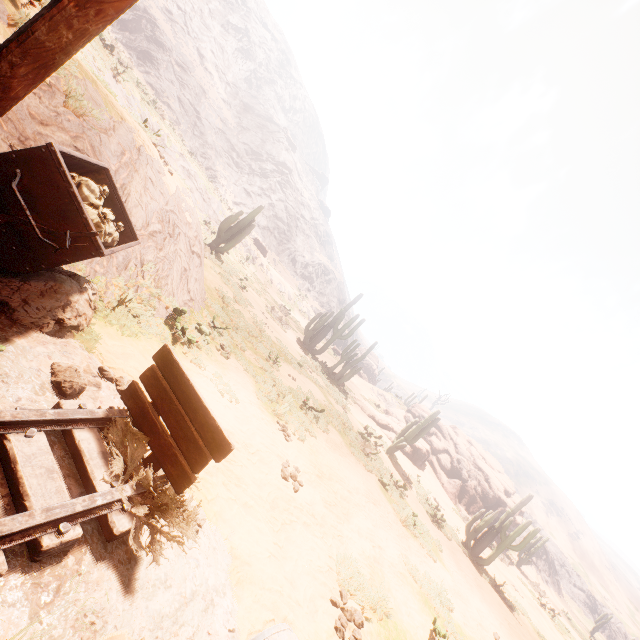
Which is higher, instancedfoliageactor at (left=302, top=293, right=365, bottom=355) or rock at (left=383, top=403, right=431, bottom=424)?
rock at (left=383, top=403, right=431, bottom=424)

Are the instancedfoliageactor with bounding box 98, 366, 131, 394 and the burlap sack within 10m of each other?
yes

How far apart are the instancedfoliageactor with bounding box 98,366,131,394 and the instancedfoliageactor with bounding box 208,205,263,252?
16.3m

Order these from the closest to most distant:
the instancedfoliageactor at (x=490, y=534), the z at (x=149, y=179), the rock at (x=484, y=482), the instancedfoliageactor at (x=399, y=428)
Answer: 1. the z at (x=149, y=179)
2. the instancedfoliageactor at (x=490, y=534)
3. the instancedfoliageactor at (x=399, y=428)
4. the rock at (x=484, y=482)

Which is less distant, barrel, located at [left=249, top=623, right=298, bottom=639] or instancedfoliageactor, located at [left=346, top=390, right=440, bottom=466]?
barrel, located at [left=249, top=623, right=298, bottom=639]

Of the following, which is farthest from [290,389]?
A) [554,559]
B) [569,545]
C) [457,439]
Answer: [569,545]

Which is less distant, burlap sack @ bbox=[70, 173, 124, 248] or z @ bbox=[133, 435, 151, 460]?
z @ bbox=[133, 435, 151, 460]

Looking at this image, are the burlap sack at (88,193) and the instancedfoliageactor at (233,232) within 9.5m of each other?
no
